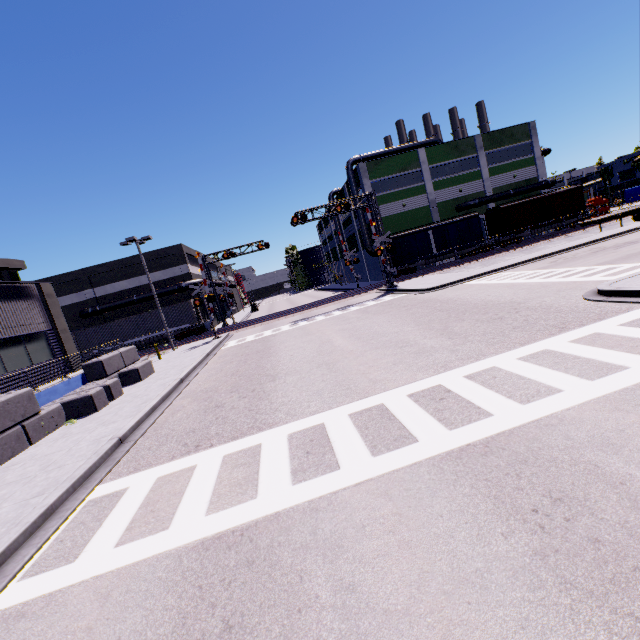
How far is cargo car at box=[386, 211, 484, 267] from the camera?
36.5 meters

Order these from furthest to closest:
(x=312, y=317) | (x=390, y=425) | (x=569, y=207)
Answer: (x=569, y=207), (x=312, y=317), (x=390, y=425)

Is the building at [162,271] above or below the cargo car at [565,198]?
above

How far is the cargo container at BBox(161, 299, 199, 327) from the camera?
34.2m

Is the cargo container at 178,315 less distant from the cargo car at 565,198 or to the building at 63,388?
the building at 63,388

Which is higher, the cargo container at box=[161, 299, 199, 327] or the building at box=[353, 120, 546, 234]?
the building at box=[353, 120, 546, 234]

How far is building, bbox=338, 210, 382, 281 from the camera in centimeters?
4566cm

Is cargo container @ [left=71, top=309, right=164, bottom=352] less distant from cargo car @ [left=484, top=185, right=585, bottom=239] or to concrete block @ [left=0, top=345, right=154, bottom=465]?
concrete block @ [left=0, top=345, right=154, bottom=465]
